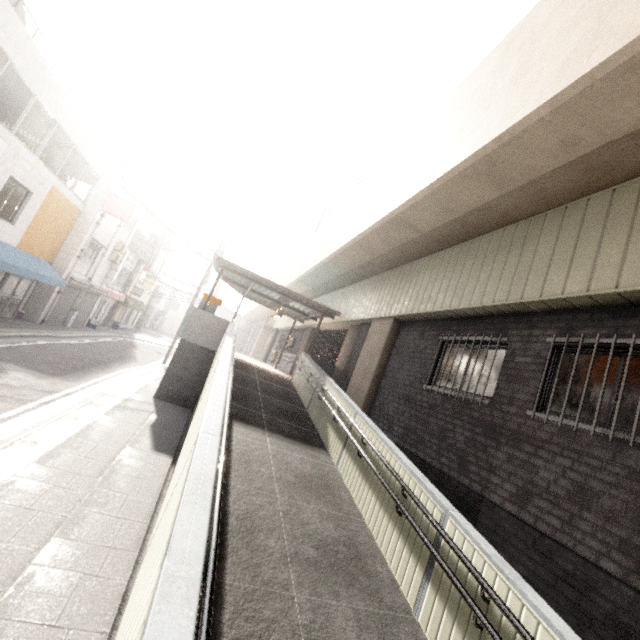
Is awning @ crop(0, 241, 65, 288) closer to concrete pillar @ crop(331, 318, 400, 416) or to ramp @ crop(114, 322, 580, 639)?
ramp @ crop(114, 322, 580, 639)

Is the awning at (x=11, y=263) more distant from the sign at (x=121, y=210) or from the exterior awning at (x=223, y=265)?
the exterior awning at (x=223, y=265)

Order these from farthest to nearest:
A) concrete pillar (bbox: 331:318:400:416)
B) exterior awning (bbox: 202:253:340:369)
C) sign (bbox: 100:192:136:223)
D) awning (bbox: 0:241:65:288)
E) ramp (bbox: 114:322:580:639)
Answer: sign (bbox: 100:192:136:223) → exterior awning (bbox: 202:253:340:369) → awning (bbox: 0:241:65:288) → concrete pillar (bbox: 331:318:400:416) → ramp (bbox: 114:322:580:639)

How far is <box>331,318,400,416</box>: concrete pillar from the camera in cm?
930

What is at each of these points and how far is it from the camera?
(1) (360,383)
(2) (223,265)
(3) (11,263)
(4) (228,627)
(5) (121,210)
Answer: (1) concrete pillar, 9.7 meters
(2) exterior awning, 12.4 meters
(3) awning, 11.4 meters
(4) ramp, 2.6 meters
(5) sign, 16.9 meters

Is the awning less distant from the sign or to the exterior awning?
the sign

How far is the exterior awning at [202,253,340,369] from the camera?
12.3 meters

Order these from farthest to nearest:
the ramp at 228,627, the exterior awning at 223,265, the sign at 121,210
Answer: the sign at 121,210 < the exterior awning at 223,265 < the ramp at 228,627
